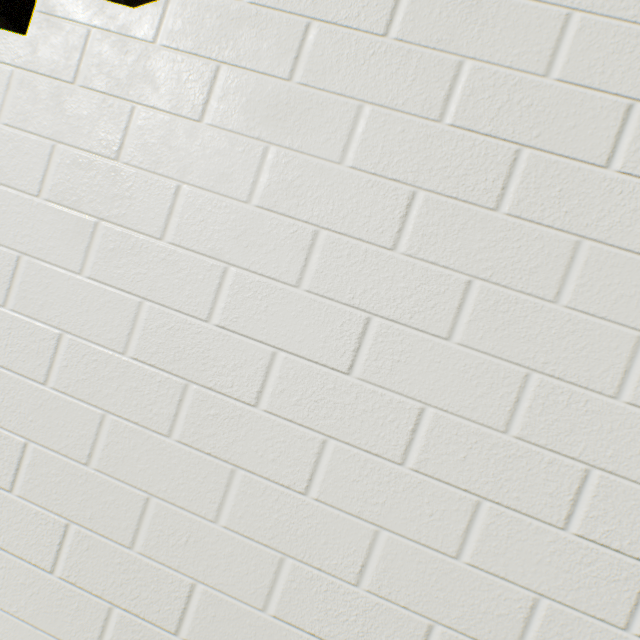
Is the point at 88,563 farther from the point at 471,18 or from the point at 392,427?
the point at 471,18
